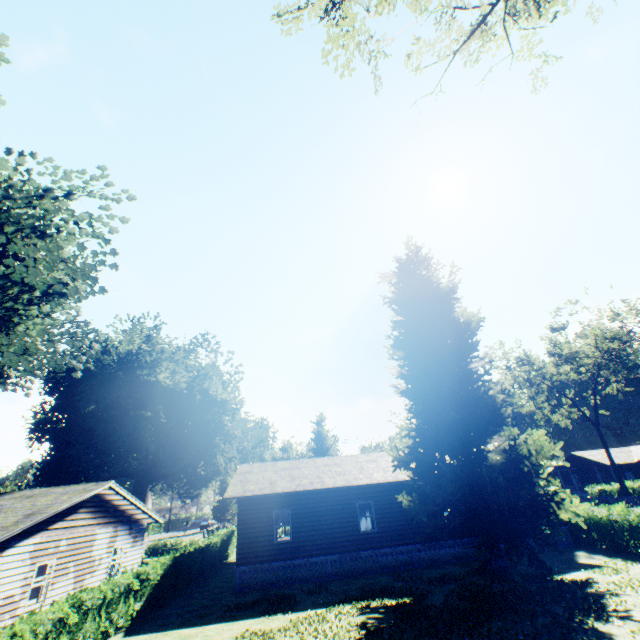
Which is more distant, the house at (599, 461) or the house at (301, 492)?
the house at (599, 461)

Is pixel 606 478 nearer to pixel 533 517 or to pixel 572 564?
pixel 572 564

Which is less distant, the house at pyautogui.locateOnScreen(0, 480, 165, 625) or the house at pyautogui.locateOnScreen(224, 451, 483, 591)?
the house at pyautogui.locateOnScreen(0, 480, 165, 625)

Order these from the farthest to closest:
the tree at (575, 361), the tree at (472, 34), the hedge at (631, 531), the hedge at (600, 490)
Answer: the hedge at (600, 490) < the tree at (575, 361) < the hedge at (631, 531) < the tree at (472, 34)

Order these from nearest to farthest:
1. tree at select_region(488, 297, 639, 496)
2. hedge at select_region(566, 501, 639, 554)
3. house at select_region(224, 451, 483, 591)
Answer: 1. hedge at select_region(566, 501, 639, 554)
2. house at select_region(224, 451, 483, 591)
3. tree at select_region(488, 297, 639, 496)

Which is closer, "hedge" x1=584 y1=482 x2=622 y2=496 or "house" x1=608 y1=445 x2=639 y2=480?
"hedge" x1=584 y1=482 x2=622 y2=496

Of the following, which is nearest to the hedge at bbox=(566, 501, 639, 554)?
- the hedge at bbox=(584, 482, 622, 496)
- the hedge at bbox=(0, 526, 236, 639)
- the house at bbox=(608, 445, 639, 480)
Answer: the hedge at bbox=(0, 526, 236, 639)

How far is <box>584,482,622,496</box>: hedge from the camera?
36.5 meters
